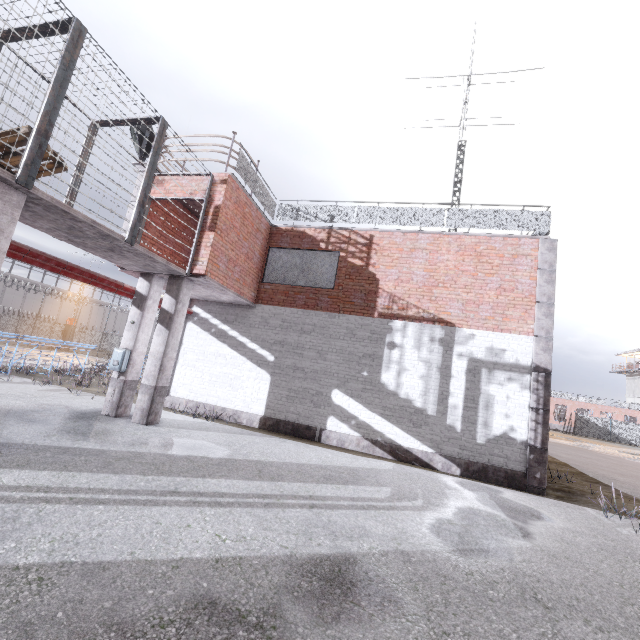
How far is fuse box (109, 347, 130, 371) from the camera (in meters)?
8.51

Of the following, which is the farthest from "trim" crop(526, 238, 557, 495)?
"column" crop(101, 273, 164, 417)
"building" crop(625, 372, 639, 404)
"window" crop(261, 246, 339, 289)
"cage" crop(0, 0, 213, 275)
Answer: "building" crop(625, 372, 639, 404)

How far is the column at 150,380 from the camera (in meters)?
8.32

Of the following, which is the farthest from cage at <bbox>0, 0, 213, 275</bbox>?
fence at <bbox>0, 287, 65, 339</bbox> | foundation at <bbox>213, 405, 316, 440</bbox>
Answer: foundation at <bbox>213, 405, 316, 440</bbox>

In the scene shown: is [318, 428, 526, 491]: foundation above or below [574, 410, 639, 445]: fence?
below

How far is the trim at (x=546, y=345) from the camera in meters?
8.4 m

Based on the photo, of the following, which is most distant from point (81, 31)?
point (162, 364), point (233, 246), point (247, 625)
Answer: point (247, 625)

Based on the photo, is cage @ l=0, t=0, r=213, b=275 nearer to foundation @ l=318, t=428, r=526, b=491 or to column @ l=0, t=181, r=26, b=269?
column @ l=0, t=181, r=26, b=269
